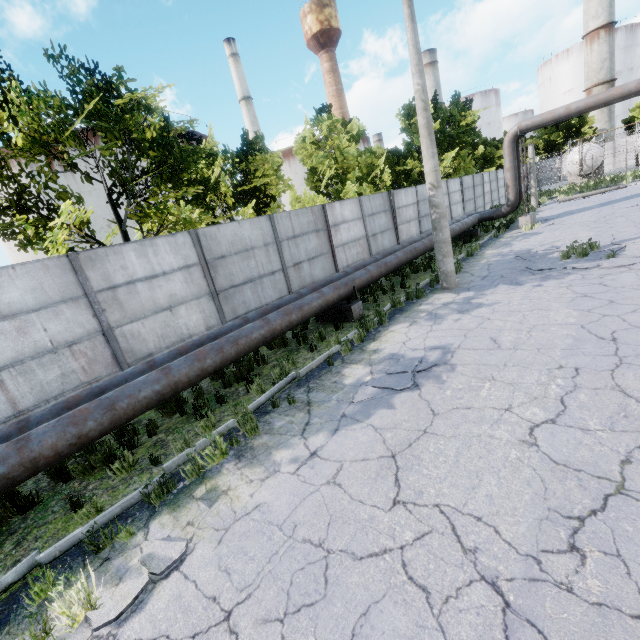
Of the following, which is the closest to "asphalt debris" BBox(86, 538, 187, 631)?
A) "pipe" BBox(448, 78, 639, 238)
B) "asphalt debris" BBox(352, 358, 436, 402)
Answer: "pipe" BBox(448, 78, 639, 238)

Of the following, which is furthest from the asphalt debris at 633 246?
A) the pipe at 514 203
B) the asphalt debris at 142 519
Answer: the asphalt debris at 142 519

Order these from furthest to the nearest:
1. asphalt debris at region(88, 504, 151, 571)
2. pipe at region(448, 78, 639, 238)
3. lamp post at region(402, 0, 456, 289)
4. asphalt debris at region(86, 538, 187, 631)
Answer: pipe at region(448, 78, 639, 238)
lamp post at region(402, 0, 456, 289)
asphalt debris at region(88, 504, 151, 571)
asphalt debris at region(86, 538, 187, 631)

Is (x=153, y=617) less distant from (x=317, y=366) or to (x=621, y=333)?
(x=317, y=366)

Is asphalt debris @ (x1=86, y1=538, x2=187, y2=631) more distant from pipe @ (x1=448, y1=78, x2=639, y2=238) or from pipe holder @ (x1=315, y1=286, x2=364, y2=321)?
pipe holder @ (x1=315, y1=286, x2=364, y2=321)

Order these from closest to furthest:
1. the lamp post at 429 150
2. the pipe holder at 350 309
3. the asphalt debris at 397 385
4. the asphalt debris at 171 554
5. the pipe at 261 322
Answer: the asphalt debris at 171 554, the pipe at 261 322, the asphalt debris at 397 385, the lamp post at 429 150, the pipe holder at 350 309

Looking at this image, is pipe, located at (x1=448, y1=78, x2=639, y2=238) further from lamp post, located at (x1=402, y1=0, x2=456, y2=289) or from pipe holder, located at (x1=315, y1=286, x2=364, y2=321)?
lamp post, located at (x1=402, y1=0, x2=456, y2=289)

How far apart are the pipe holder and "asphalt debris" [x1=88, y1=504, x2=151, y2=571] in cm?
676
